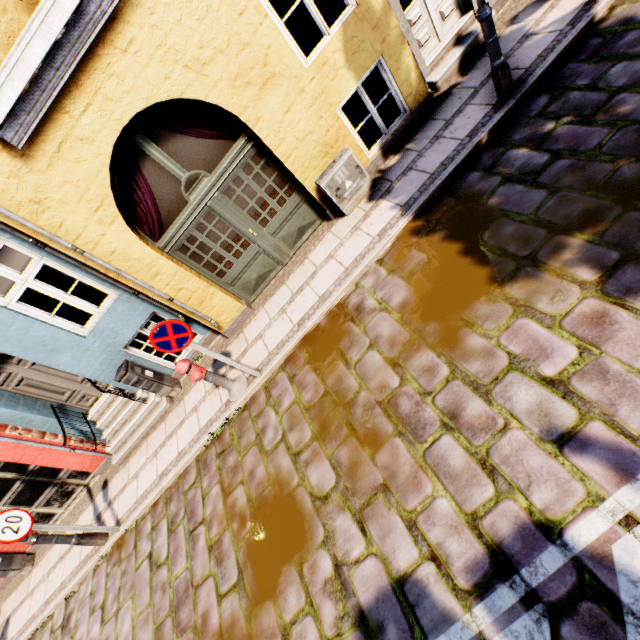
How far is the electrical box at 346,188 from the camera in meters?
5.5

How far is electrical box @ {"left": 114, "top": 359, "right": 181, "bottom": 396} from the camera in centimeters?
633cm

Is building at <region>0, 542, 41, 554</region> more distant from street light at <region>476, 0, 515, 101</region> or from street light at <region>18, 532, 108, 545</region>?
street light at <region>476, 0, 515, 101</region>

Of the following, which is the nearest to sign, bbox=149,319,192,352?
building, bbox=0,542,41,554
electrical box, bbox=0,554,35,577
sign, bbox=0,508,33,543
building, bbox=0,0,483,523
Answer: building, bbox=0,0,483,523

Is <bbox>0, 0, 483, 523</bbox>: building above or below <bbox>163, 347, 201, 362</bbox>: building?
above

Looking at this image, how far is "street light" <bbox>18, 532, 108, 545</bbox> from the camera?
5.5 meters

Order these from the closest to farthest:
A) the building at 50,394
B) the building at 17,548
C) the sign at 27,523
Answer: the building at 50,394
the sign at 27,523
the building at 17,548

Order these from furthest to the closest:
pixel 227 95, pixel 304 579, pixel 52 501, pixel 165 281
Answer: pixel 52 501 < pixel 165 281 < pixel 227 95 < pixel 304 579
